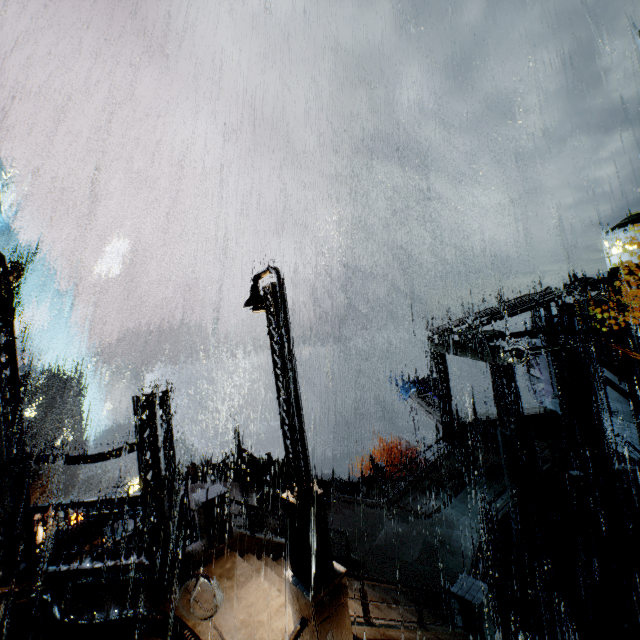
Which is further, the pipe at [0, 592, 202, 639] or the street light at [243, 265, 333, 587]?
the pipe at [0, 592, 202, 639]

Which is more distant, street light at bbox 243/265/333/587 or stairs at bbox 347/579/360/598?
stairs at bbox 347/579/360/598

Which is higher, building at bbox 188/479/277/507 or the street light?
the street light

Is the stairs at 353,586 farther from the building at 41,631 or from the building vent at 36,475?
the building vent at 36,475

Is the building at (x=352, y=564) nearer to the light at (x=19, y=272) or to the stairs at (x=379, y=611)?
the stairs at (x=379, y=611)

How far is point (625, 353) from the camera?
14.3m

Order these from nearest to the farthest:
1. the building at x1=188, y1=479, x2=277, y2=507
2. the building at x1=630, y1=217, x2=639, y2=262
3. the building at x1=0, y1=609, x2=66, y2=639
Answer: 1. the building at x1=0, y1=609, x2=66, y2=639
2. the building at x1=188, y1=479, x2=277, y2=507
3. the building at x1=630, y1=217, x2=639, y2=262

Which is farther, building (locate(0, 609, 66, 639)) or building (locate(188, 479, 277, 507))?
building (locate(188, 479, 277, 507))
